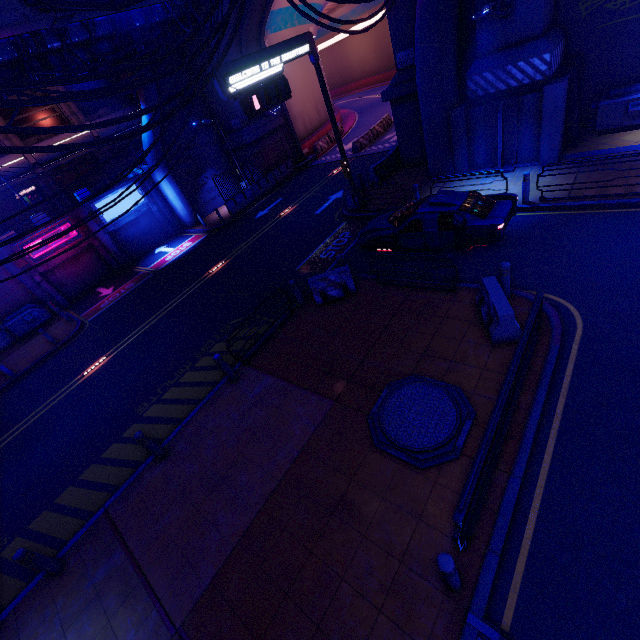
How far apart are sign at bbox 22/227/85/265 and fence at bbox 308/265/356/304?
19.6 meters

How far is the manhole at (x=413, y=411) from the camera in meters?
6.1 m

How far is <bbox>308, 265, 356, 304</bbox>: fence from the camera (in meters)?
10.80

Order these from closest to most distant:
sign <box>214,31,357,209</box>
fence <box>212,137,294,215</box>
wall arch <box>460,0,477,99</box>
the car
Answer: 1. the car
2. sign <box>214,31,357,209</box>
3. wall arch <box>460,0,477,99</box>
4. fence <box>212,137,294,215</box>

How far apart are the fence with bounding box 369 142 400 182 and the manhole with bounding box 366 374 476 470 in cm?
1397

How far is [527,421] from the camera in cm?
600

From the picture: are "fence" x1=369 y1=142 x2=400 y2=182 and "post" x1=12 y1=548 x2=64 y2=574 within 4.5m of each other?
no

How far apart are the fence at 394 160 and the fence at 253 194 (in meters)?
10.32
